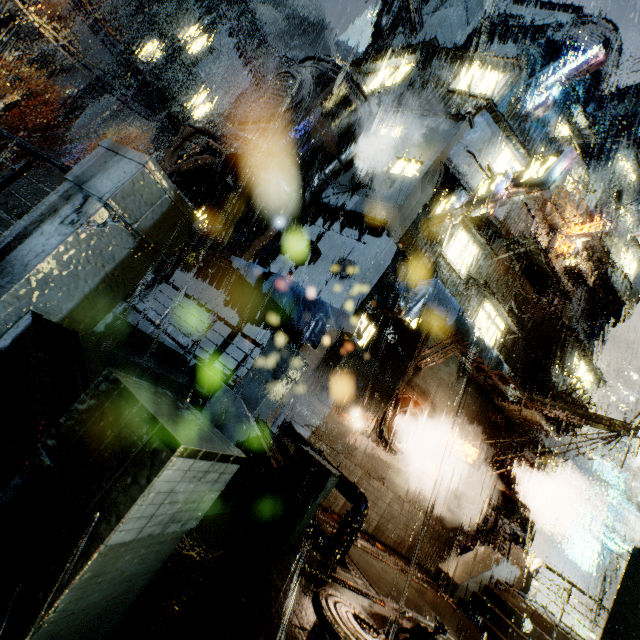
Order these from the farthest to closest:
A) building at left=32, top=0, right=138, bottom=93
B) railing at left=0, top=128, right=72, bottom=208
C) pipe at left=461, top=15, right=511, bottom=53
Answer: building at left=32, top=0, right=138, bottom=93, pipe at left=461, top=15, right=511, bottom=53, railing at left=0, top=128, right=72, bottom=208

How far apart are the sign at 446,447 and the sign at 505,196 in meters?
9.1 m

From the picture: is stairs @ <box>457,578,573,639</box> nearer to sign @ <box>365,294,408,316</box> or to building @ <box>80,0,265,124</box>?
building @ <box>80,0,265,124</box>

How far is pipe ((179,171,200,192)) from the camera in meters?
15.8

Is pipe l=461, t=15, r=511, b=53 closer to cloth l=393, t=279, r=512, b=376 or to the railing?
cloth l=393, t=279, r=512, b=376

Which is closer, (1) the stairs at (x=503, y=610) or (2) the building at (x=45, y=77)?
(1) the stairs at (x=503, y=610)

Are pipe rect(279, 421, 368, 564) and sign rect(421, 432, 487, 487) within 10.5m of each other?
yes

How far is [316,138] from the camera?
15.17m
